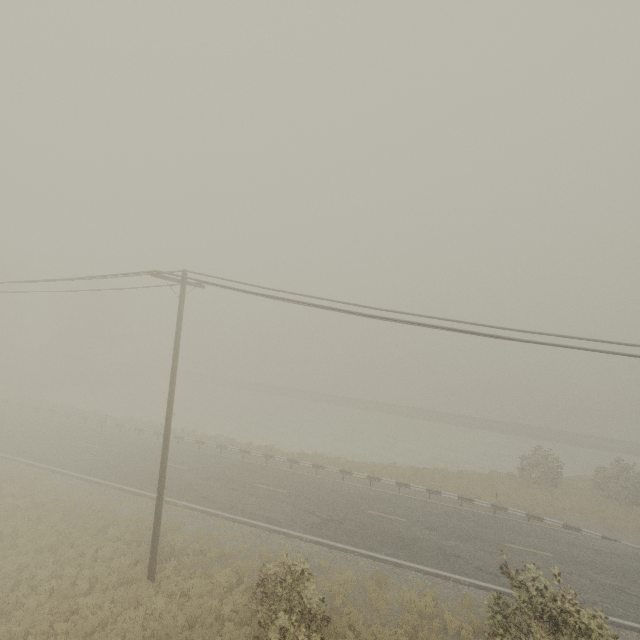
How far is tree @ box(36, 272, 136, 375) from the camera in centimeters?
4925cm

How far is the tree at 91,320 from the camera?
49.2 meters

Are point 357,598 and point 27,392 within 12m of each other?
no
